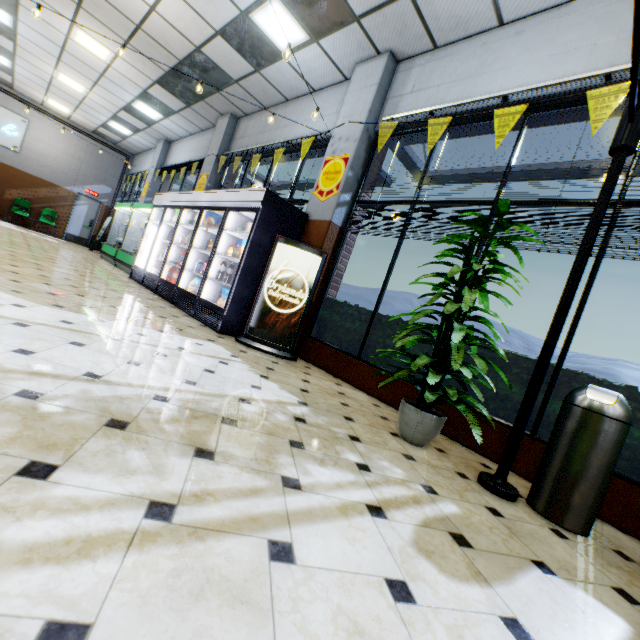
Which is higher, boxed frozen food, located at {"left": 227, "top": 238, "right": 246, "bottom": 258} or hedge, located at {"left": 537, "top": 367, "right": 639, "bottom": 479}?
boxed frozen food, located at {"left": 227, "top": 238, "right": 246, "bottom": 258}

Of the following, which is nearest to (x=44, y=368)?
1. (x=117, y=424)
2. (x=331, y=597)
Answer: (x=117, y=424)

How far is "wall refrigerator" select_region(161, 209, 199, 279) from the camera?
6.8 meters

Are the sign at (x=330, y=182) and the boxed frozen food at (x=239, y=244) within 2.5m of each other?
yes

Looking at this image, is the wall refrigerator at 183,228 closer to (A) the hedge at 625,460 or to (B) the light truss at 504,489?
(A) the hedge at 625,460

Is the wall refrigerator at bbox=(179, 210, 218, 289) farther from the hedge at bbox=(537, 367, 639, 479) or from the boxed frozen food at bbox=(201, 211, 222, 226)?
the hedge at bbox=(537, 367, 639, 479)

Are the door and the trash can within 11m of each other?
no

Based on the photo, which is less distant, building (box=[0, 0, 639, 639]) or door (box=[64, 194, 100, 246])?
building (box=[0, 0, 639, 639])
